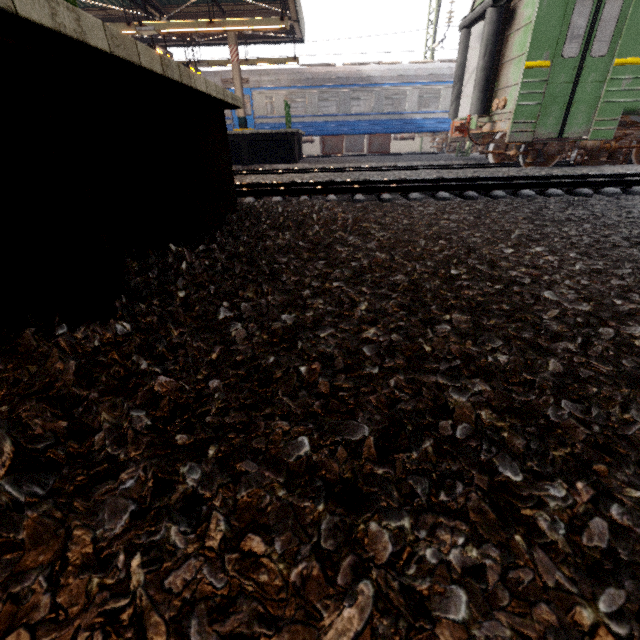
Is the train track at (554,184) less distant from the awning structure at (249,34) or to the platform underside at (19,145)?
the platform underside at (19,145)

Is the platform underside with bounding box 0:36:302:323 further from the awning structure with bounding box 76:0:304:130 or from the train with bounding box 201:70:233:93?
the train with bounding box 201:70:233:93

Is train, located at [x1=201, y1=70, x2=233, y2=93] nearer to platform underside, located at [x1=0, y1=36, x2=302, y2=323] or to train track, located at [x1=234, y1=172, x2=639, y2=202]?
train track, located at [x1=234, y1=172, x2=639, y2=202]

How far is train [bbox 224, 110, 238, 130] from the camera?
16.74m

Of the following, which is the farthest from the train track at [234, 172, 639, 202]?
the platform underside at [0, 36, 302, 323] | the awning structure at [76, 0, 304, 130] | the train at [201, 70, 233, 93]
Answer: the train at [201, 70, 233, 93]

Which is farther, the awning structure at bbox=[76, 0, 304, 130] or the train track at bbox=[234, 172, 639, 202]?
the awning structure at bbox=[76, 0, 304, 130]

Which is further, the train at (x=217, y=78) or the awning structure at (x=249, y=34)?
the train at (x=217, y=78)

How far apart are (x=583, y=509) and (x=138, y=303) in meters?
1.9 m
